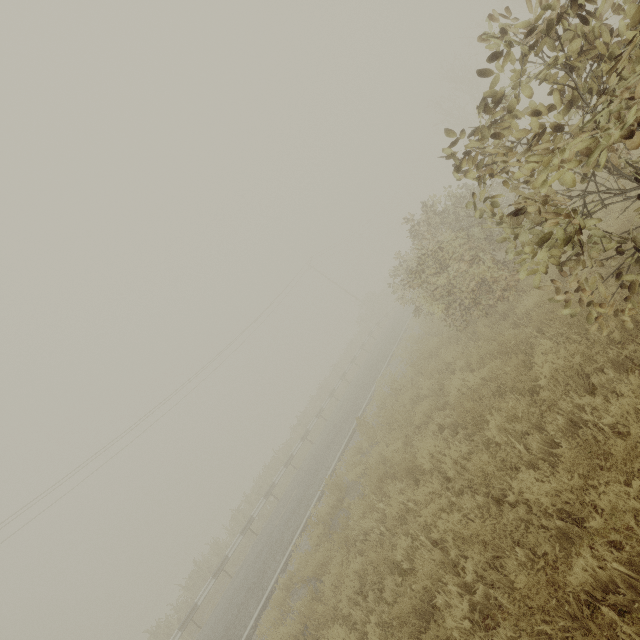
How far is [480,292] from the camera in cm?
873
